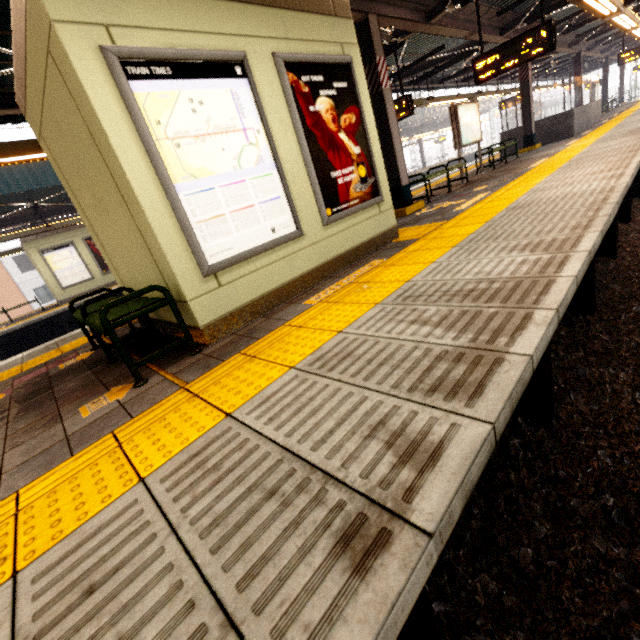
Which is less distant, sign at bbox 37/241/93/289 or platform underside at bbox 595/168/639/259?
platform underside at bbox 595/168/639/259

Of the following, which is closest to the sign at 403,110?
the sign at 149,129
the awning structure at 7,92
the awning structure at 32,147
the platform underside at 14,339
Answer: the awning structure at 7,92

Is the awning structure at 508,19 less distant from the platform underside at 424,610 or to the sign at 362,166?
the sign at 362,166

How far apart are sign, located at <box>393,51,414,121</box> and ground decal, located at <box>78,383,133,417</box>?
9.5m

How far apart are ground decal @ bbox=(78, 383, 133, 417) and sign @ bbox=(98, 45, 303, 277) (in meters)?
1.12

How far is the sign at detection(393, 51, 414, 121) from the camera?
8.51m

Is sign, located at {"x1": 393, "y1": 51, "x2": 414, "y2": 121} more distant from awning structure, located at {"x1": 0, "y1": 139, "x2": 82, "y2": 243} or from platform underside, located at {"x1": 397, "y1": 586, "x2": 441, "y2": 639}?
awning structure, located at {"x1": 0, "y1": 139, "x2": 82, "y2": 243}

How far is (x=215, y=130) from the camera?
2.9m
